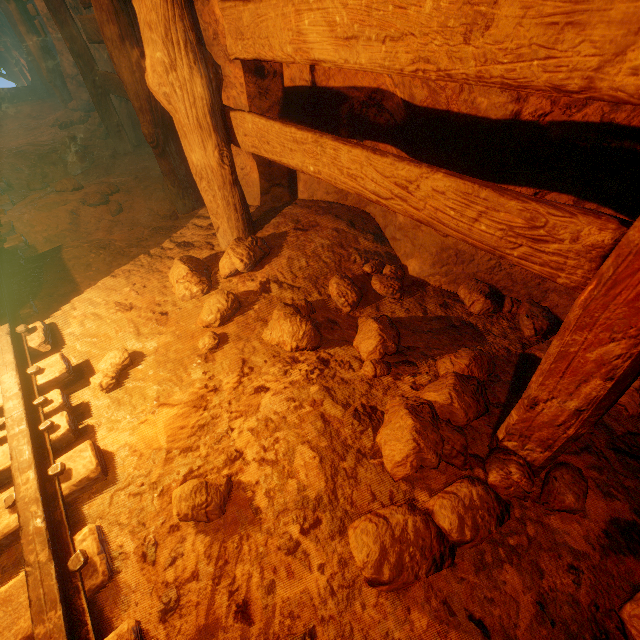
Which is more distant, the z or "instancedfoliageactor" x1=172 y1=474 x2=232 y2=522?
the z

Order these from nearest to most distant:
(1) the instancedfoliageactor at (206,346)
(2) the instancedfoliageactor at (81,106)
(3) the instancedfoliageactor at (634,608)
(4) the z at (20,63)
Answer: (3) the instancedfoliageactor at (634,608)
(1) the instancedfoliageactor at (206,346)
(2) the instancedfoliageactor at (81,106)
(4) the z at (20,63)

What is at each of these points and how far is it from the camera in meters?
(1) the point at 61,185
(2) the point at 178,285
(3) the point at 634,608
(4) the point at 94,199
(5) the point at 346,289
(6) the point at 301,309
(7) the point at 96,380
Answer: (1) instancedfoliageactor, 3.8 m
(2) instancedfoliageactor, 2.4 m
(3) instancedfoliageactor, 1.0 m
(4) instancedfoliageactor, 3.6 m
(5) instancedfoliageactor, 2.3 m
(6) instancedfoliageactor, 2.3 m
(7) instancedfoliageactor, 2.0 m

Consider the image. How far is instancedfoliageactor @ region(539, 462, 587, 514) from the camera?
1.2m

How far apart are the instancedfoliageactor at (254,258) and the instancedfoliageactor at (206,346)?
0.2 meters

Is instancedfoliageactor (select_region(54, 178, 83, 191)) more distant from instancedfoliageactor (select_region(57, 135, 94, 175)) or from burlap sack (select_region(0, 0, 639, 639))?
instancedfoliageactor (select_region(57, 135, 94, 175))

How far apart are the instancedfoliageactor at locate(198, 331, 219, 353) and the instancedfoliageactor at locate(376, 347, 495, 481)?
0.89m

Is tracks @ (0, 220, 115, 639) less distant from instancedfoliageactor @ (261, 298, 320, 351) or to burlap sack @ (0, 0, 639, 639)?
burlap sack @ (0, 0, 639, 639)
